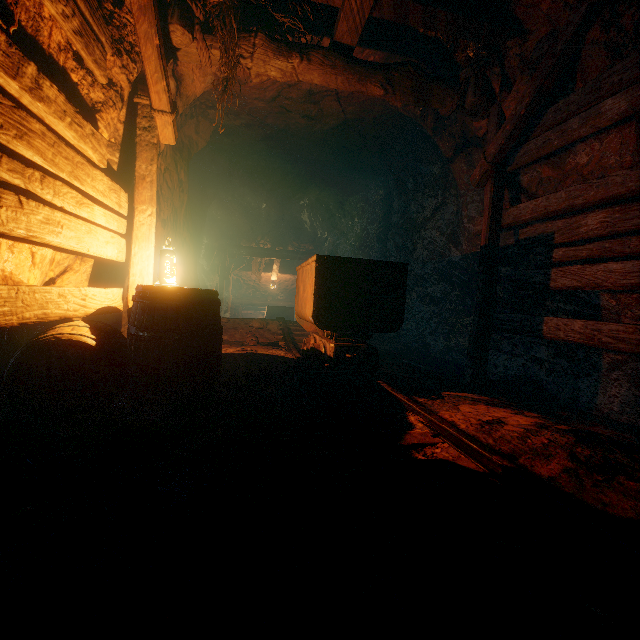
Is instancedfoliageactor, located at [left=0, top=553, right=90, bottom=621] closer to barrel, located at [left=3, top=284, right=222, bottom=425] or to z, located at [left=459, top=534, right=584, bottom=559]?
z, located at [left=459, top=534, right=584, bottom=559]

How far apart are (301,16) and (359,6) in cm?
114

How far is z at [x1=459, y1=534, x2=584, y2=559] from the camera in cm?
128

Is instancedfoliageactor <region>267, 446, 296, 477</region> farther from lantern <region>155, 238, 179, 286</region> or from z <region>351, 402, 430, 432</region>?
lantern <region>155, 238, 179, 286</region>

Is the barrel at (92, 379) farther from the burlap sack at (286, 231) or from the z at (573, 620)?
the burlap sack at (286, 231)

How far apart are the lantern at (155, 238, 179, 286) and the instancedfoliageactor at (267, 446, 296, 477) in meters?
2.1

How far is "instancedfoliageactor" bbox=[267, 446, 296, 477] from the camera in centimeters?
161cm

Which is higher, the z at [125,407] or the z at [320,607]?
the z at [320,607]
